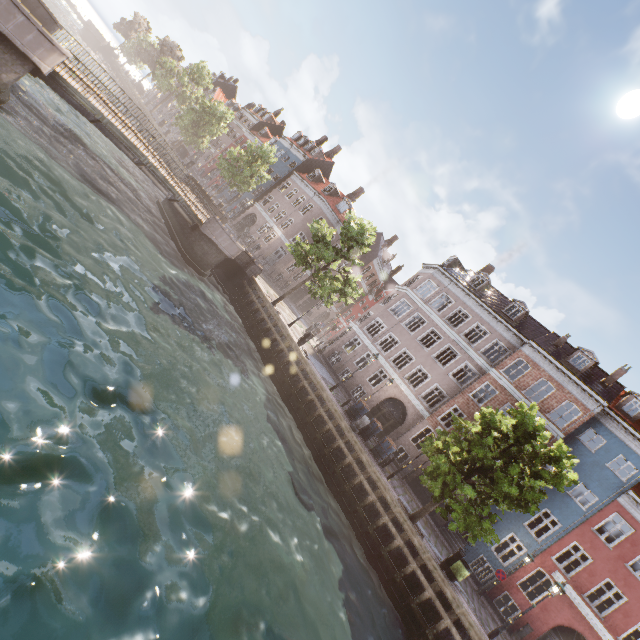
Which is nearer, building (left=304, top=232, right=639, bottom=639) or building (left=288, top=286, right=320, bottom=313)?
building (left=304, top=232, right=639, bottom=639)

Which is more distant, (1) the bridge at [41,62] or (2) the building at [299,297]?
(2) the building at [299,297]

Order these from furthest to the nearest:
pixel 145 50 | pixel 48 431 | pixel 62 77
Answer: pixel 145 50 < pixel 62 77 < pixel 48 431

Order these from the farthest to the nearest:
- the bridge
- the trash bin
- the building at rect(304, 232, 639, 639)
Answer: the building at rect(304, 232, 639, 639), the trash bin, the bridge

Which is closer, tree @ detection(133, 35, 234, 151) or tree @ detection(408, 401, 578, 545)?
tree @ detection(408, 401, 578, 545)

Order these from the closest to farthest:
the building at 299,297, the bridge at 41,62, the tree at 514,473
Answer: the bridge at 41,62
the tree at 514,473
the building at 299,297

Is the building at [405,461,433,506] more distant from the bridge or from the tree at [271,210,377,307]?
the bridge
